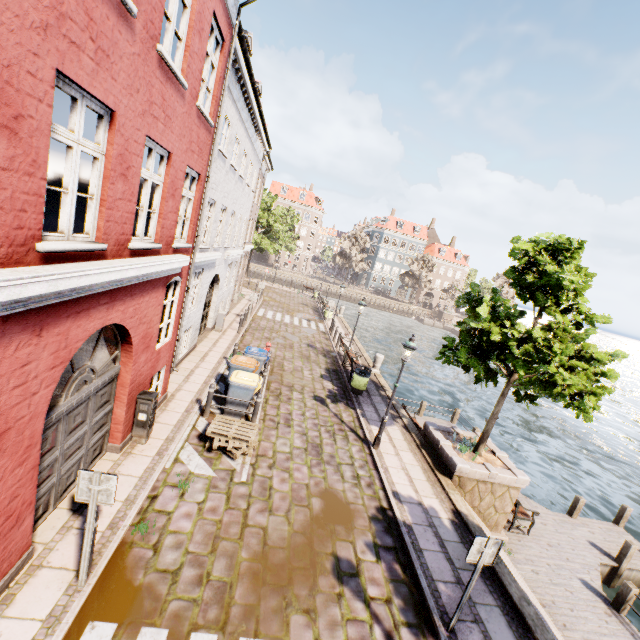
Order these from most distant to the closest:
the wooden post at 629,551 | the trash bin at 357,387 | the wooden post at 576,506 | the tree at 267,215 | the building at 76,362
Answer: the tree at 267,215, the trash bin at 357,387, the wooden post at 576,506, the wooden post at 629,551, the building at 76,362

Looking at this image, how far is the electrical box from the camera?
7.5 meters

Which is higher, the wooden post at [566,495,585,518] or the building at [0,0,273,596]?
the building at [0,0,273,596]

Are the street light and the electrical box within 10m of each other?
yes

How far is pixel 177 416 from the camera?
9.15m

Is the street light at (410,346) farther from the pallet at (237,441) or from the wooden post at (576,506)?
the wooden post at (576,506)

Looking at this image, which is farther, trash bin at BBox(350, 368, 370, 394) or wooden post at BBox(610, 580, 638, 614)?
trash bin at BBox(350, 368, 370, 394)

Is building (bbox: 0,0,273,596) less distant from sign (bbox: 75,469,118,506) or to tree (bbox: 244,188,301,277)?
sign (bbox: 75,469,118,506)
